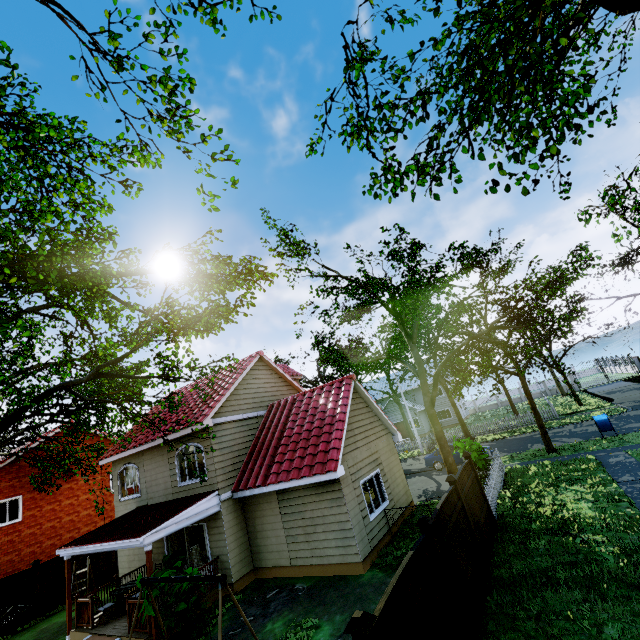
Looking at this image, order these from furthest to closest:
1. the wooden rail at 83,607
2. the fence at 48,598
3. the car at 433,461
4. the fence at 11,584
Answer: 1. the car at 433,461
2. the fence at 48,598
3. the fence at 11,584
4. the wooden rail at 83,607

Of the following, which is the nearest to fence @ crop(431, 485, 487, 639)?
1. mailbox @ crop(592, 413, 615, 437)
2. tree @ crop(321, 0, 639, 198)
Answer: tree @ crop(321, 0, 639, 198)

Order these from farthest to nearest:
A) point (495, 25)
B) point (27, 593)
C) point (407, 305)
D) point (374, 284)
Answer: point (27, 593), point (374, 284), point (407, 305), point (495, 25)

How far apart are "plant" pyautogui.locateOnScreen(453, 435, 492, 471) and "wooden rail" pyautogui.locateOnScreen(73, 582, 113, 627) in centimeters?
1599cm

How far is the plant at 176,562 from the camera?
9.9m

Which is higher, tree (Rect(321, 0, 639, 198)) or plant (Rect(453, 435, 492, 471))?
tree (Rect(321, 0, 639, 198))

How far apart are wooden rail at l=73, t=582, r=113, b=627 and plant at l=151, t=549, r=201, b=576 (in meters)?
3.76

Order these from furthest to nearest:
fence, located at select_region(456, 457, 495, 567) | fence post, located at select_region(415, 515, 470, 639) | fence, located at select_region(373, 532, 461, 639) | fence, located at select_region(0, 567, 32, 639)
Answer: fence, located at select_region(0, 567, 32, 639)
fence, located at select_region(456, 457, 495, 567)
fence post, located at select_region(415, 515, 470, 639)
fence, located at select_region(373, 532, 461, 639)
